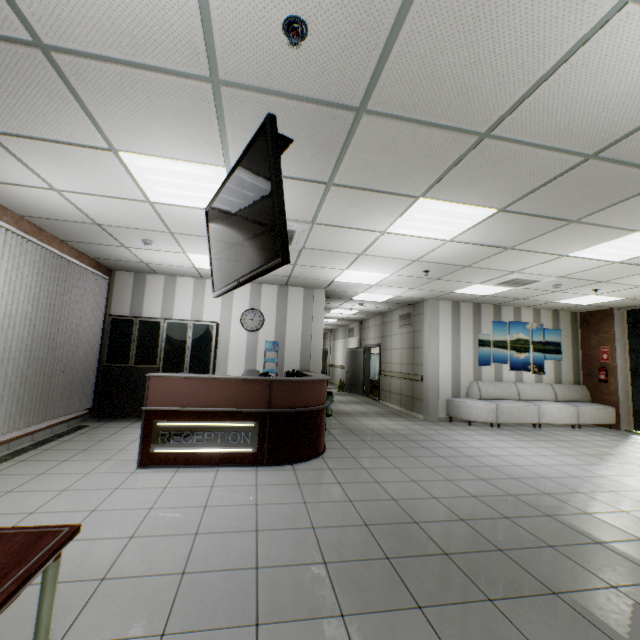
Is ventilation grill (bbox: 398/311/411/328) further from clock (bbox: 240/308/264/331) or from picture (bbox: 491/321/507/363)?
clock (bbox: 240/308/264/331)

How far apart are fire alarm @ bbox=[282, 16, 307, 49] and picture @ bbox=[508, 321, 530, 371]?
8.82m

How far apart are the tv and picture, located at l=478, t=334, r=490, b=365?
8.08m

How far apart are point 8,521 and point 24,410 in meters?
2.6

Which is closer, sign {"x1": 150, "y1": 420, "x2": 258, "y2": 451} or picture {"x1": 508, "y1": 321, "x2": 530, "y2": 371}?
sign {"x1": 150, "y1": 420, "x2": 258, "y2": 451}

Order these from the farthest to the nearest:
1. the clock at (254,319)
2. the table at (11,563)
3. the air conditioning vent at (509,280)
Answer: the clock at (254,319)
the air conditioning vent at (509,280)
the table at (11,563)

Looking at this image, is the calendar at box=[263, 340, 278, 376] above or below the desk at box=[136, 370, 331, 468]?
above

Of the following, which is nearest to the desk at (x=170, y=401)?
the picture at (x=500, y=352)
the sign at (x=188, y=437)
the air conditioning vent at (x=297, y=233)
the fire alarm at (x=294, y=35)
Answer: the sign at (x=188, y=437)
